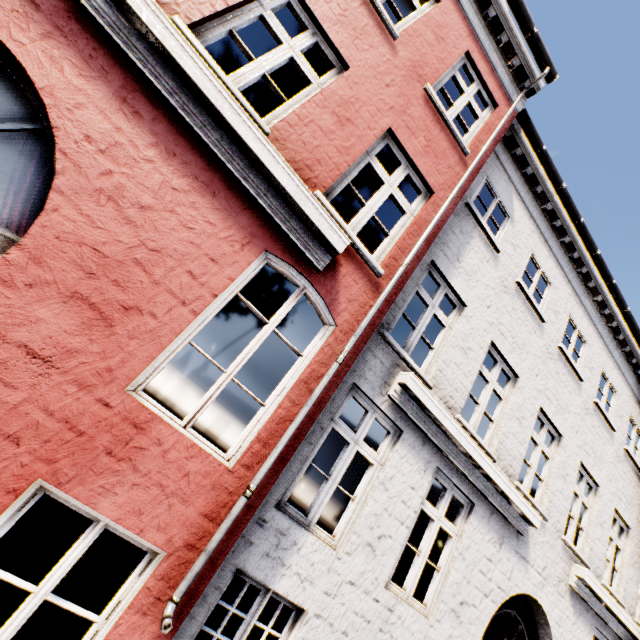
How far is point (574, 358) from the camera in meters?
12.2 m
